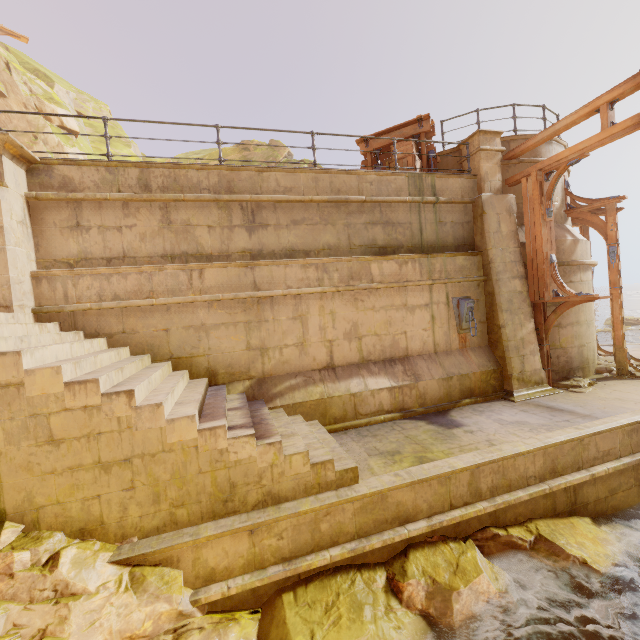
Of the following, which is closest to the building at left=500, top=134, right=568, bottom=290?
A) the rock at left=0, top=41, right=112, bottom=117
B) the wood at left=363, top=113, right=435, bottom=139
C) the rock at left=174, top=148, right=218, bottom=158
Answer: the wood at left=363, top=113, right=435, bottom=139

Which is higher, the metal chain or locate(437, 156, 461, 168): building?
locate(437, 156, 461, 168): building

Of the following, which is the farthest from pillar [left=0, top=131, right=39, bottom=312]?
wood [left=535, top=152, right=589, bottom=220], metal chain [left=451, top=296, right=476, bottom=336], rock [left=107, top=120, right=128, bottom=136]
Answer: rock [left=107, top=120, right=128, bottom=136]

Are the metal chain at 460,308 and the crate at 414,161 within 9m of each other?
yes

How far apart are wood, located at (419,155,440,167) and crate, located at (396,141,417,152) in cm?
3

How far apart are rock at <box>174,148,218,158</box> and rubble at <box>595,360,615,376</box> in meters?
32.2 m

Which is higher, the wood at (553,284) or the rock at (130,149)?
the rock at (130,149)

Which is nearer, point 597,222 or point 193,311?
point 193,311
